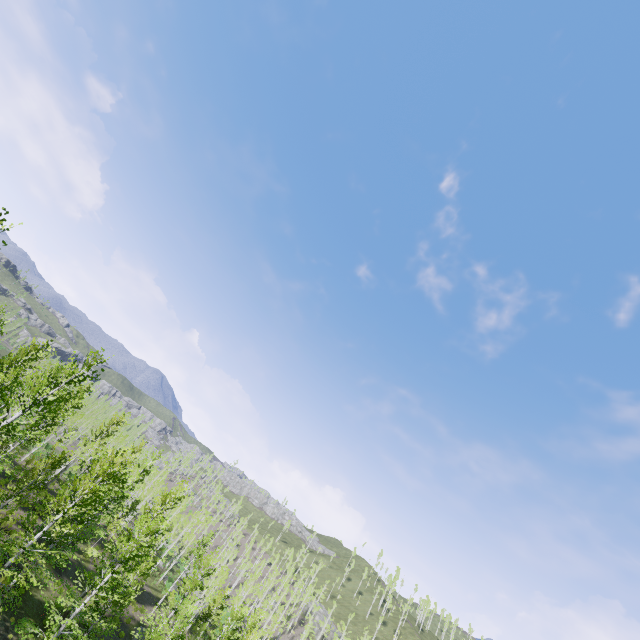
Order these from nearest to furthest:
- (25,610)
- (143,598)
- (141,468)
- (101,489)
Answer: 1. (25,610)
2. (101,489)
3. (141,468)
4. (143,598)
